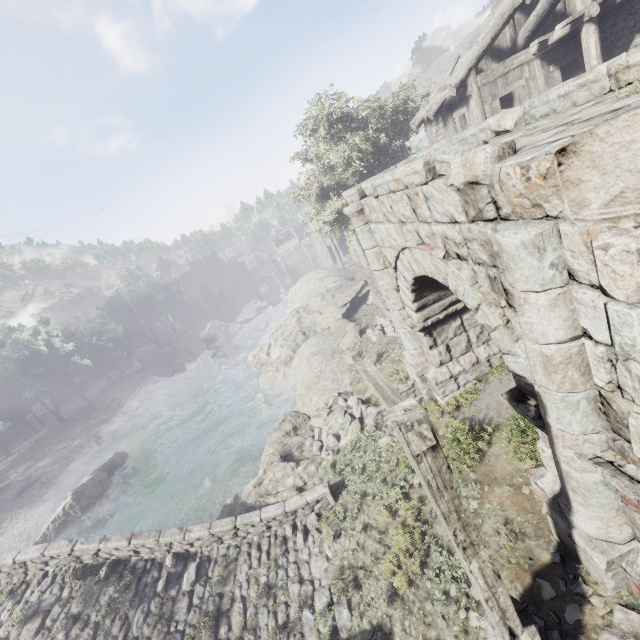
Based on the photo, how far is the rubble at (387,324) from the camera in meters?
15.1 m

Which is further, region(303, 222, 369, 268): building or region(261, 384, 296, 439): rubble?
region(303, 222, 369, 268): building

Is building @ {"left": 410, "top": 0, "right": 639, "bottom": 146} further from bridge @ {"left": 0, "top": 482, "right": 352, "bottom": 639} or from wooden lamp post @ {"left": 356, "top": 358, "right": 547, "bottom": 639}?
bridge @ {"left": 0, "top": 482, "right": 352, "bottom": 639}

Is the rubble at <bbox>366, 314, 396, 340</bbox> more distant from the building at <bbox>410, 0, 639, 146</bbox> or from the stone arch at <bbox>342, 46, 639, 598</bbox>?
the building at <bbox>410, 0, 639, 146</bbox>

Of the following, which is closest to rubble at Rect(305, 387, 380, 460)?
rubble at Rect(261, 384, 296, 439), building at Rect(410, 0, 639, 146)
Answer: rubble at Rect(261, 384, 296, 439)

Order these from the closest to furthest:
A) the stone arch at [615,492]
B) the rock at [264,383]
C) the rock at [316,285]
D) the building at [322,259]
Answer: the stone arch at [615,492] → the rock at [264,383] → the rock at [316,285] → the building at [322,259]

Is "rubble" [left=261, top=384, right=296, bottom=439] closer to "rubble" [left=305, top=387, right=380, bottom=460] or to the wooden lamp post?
"rubble" [left=305, top=387, right=380, bottom=460]

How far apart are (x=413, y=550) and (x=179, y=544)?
6.5 meters
